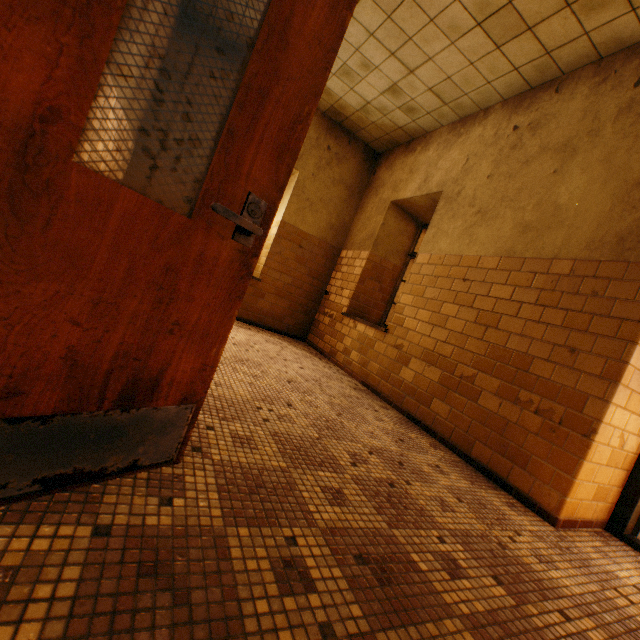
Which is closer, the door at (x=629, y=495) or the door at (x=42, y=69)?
the door at (x=42, y=69)

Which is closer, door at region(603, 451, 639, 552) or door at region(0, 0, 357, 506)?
door at region(0, 0, 357, 506)

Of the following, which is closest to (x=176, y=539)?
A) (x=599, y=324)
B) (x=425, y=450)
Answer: (x=425, y=450)
